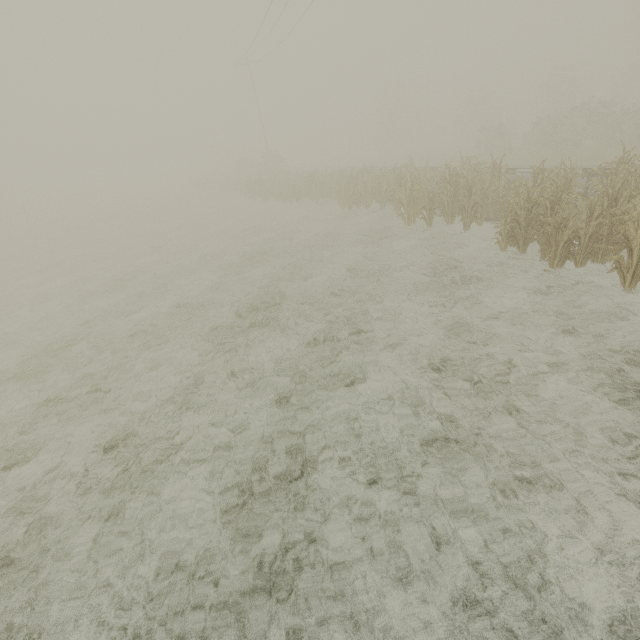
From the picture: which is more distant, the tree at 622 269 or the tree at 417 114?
the tree at 417 114

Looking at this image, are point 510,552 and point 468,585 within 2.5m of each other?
yes

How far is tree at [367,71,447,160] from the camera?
46.9 meters

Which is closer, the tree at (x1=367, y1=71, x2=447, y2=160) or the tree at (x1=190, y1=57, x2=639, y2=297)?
the tree at (x1=190, y1=57, x2=639, y2=297)

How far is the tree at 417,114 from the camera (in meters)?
46.94
